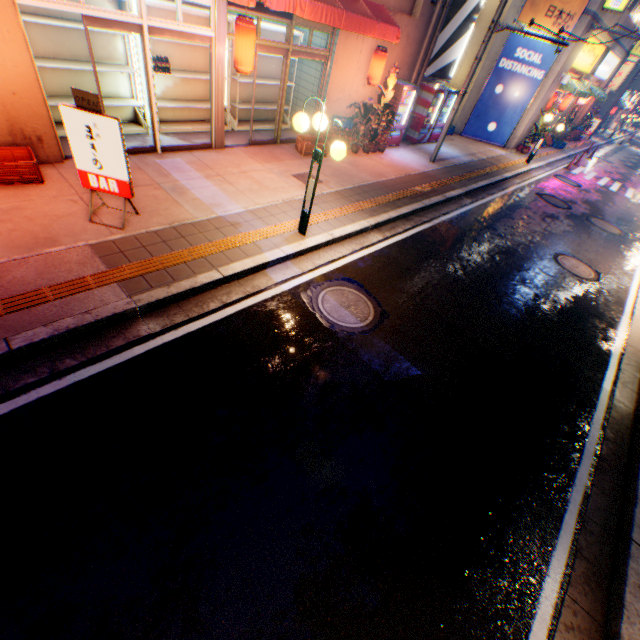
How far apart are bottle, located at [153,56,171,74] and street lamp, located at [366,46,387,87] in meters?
5.9 m

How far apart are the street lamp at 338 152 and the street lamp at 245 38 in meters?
3.0 m

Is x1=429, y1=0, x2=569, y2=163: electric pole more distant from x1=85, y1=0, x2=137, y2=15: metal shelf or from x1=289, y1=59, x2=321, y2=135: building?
x1=85, y1=0, x2=137, y2=15: metal shelf

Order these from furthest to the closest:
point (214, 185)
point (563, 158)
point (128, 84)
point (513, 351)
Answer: Answer: point (563, 158), point (128, 84), point (214, 185), point (513, 351)

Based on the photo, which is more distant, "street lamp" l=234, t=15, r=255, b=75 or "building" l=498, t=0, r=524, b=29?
"building" l=498, t=0, r=524, b=29

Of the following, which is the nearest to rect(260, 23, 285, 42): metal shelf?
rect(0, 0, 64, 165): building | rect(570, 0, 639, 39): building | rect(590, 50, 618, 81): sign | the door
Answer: rect(0, 0, 64, 165): building

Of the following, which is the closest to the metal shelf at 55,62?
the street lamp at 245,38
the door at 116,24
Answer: the door at 116,24

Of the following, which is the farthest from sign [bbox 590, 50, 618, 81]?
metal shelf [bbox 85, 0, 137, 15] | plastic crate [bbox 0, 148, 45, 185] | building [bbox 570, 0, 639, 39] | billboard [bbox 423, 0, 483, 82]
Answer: plastic crate [bbox 0, 148, 45, 185]
